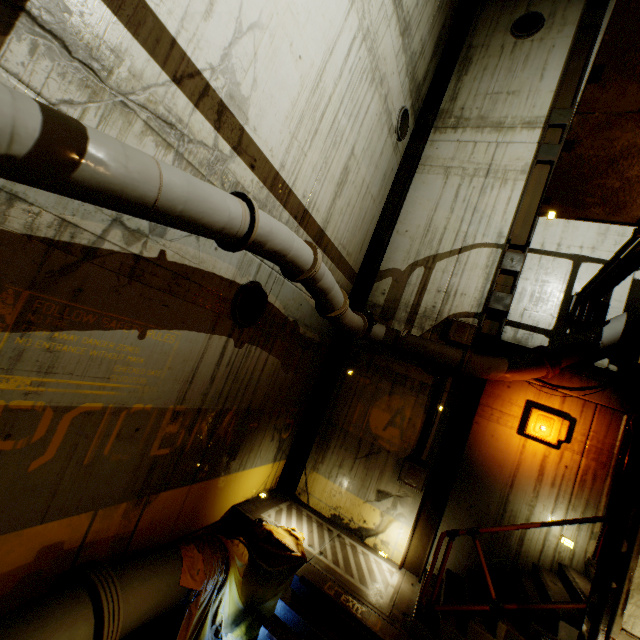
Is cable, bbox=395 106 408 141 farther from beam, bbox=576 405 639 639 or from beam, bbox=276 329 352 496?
beam, bbox=576 405 639 639

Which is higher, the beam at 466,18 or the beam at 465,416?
the beam at 466,18

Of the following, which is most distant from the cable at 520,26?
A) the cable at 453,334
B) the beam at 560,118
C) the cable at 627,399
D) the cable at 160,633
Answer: the cable at 160,633

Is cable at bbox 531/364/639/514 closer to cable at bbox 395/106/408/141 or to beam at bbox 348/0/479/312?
beam at bbox 348/0/479/312

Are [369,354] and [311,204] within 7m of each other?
yes

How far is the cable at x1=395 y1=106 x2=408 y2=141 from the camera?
8.5 meters

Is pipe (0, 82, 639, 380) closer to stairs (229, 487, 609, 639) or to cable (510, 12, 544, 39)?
stairs (229, 487, 609, 639)

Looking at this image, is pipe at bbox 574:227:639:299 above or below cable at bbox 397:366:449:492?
above
